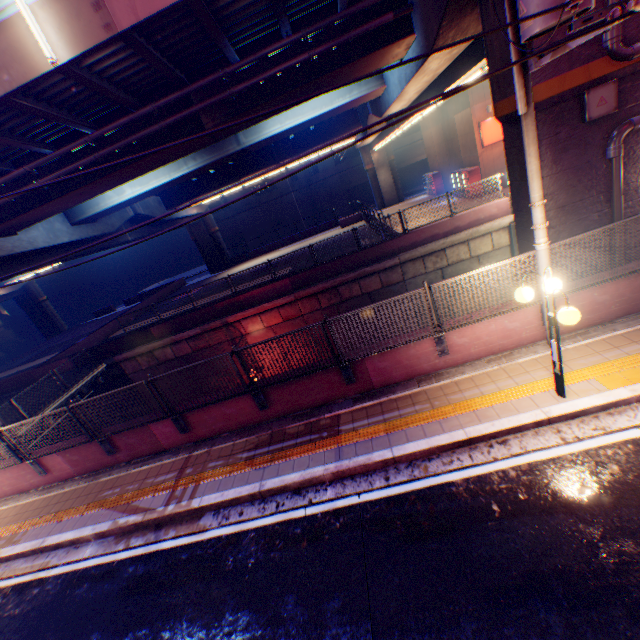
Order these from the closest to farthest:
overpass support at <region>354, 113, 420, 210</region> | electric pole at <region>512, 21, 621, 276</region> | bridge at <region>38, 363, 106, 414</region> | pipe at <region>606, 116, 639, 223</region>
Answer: electric pole at <region>512, 21, 621, 276</region>, pipe at <region>606, 116, 639, 223</region>, bridge at <region>38, 363, 106, 414</region>, overpass support at <region>354, 113, 420, 210</region>

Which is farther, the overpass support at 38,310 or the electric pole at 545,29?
the overpass support at 38,310

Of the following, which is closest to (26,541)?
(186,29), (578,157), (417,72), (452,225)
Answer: (186,29)

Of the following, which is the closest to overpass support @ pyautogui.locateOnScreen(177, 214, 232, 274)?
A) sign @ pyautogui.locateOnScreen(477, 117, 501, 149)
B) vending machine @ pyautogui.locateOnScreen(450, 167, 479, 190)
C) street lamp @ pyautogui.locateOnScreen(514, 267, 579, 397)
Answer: sign @ pyautogui.locateOnScreen(477, 117, 501, 149)

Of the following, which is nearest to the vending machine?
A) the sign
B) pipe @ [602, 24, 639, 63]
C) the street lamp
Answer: the sign

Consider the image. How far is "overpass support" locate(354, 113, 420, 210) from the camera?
25.5 meters

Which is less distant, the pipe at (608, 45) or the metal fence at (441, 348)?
the pipe at (608, 45)

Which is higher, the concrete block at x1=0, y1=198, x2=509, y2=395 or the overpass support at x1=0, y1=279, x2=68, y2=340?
the overpass support at x1=0, y1=279, x2=68, y2=340
